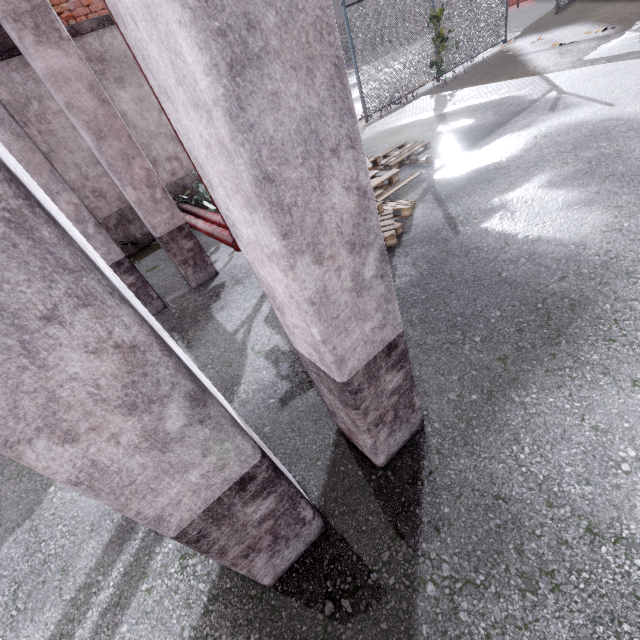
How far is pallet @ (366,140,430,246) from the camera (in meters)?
4.21

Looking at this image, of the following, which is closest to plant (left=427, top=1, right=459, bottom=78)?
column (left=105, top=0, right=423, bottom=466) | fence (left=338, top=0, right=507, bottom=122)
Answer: fence (left=338, top=0, right=507, bottom=122)

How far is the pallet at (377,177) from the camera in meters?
4.2 m

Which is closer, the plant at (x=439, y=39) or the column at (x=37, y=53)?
the column at (x=37, y=53)

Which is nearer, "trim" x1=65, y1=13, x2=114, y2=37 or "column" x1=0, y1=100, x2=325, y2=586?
"column" x1=0, y1=100, x2=325, y2=586

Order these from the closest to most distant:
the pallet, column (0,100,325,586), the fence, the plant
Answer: column (0,100,325,586) < the pallet < the fence < the plant

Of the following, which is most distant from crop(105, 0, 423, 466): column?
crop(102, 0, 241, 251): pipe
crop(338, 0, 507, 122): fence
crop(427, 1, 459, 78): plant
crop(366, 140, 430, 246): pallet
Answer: crop(427, 1, 459, 78): plant

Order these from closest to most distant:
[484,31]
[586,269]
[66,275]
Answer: [66,275] → [586,269] → [484,31]
